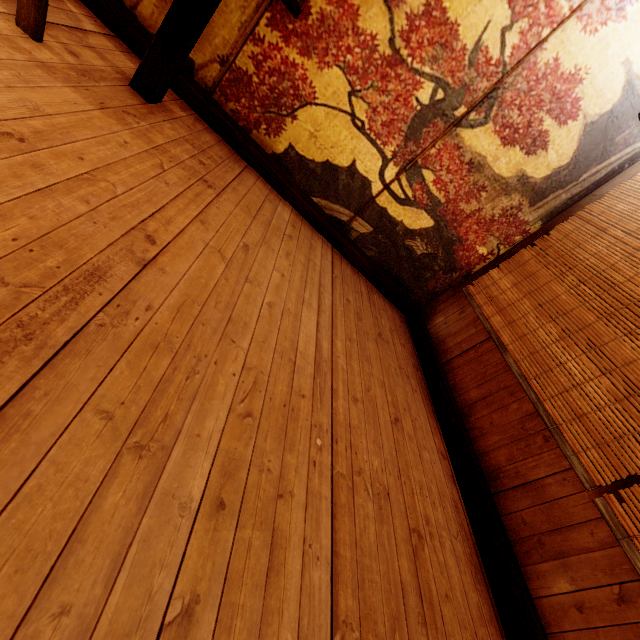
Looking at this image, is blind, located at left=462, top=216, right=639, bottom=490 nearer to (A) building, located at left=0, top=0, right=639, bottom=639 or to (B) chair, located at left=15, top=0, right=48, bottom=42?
(A) building, located at left=0, top=0, right=639, bottom=639

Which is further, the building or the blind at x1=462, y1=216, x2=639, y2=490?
the blind at x1=462, y1=216, x2=639, y2=490

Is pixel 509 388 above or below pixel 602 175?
below

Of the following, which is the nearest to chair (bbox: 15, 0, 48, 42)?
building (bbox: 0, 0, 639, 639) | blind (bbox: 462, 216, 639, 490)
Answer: building (bbox: 0, 0, 639, 639)

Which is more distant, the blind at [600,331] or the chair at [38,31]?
the blind at [600,331]

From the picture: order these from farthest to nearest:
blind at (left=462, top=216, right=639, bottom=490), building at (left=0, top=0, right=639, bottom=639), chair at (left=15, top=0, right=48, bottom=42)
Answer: blind at (left=462, top=216, right=639, bottom=490) < chair at (left=15, top=0, right=48, bottom=42) < building at (left=0, top=0, right=639, bottom=639)

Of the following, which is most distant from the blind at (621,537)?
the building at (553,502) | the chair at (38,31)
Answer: the chair at (38,31)
